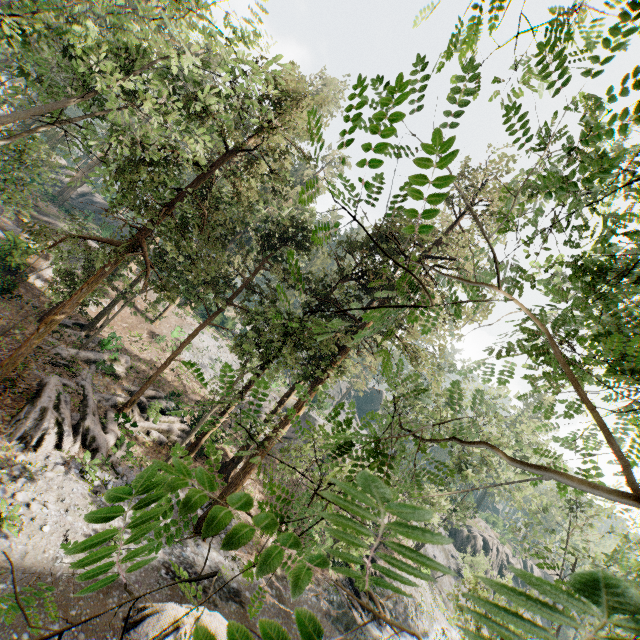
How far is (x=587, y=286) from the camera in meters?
4.1

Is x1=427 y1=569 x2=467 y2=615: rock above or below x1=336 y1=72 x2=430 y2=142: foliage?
below

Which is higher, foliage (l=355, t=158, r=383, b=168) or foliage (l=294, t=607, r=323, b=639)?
foliage (l=355, t=158, r=383, b=168)

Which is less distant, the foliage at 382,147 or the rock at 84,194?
the foliage at 382,147

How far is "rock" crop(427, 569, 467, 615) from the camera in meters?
37.0 m

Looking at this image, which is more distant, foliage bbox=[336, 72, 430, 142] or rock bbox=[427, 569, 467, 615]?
rock bbox=[427, 569, 467, 615]

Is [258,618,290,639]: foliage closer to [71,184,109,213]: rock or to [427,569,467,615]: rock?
[71,184,109,213]: rock

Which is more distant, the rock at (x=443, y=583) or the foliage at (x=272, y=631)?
the rock at (x=443, y=583)
